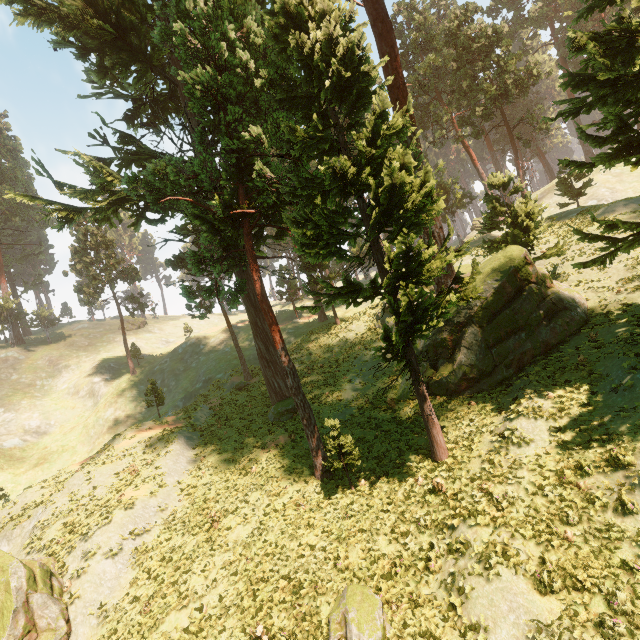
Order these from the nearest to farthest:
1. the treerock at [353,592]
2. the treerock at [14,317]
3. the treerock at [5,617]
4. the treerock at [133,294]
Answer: the treerock at [353,592] < the treerock at [5,617] < the treerock at [133,294] < the treerock at [14,317]

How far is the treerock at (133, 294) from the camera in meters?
47.2 m

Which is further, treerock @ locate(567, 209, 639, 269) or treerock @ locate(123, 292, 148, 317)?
treerock @ locate(123, 292, 148, 317)

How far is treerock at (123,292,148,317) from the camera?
47.18m

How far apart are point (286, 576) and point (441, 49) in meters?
61.6 m
